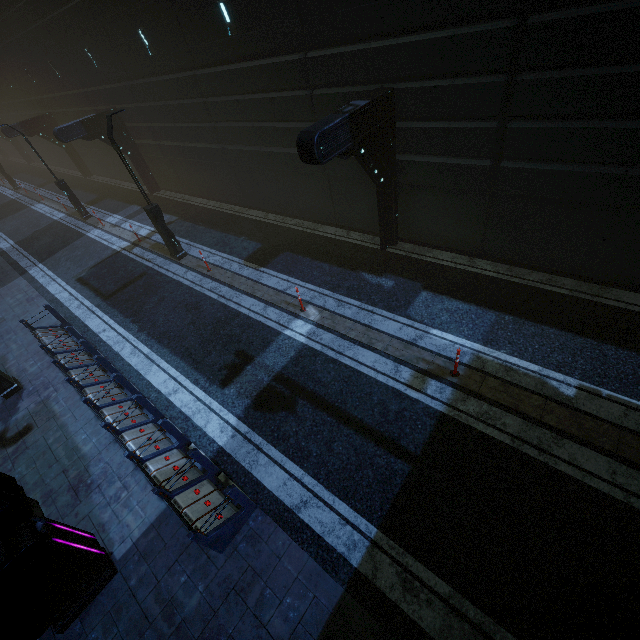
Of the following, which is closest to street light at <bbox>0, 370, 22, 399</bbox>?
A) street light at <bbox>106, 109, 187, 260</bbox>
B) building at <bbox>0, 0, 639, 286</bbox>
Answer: building at <bbox>0, 0, 639, 286</bbox>

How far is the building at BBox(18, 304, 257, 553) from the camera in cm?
599

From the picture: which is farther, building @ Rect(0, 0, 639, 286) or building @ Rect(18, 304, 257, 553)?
building @ Rect(0, 0, 639, 286)

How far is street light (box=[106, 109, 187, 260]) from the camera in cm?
1115

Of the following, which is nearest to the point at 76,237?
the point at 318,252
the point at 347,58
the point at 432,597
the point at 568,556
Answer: the point at 318,252

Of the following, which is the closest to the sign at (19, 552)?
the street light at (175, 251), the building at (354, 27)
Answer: the building at (354, 27)

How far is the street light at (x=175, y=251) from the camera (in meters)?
11.15

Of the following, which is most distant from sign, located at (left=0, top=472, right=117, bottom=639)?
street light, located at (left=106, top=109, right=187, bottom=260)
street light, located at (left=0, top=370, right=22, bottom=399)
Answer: street light, located at (left=106, top=109, right=187, bottom=260)
